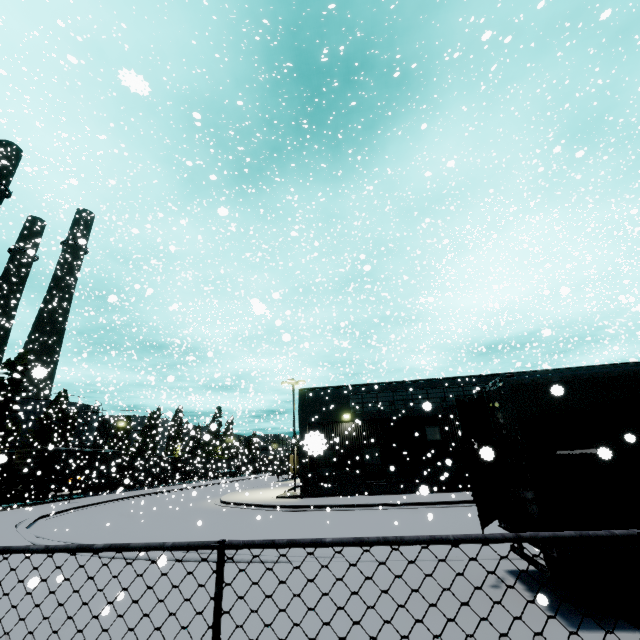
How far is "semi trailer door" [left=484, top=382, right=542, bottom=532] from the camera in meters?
5.5 m

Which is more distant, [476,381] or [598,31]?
[476,381]

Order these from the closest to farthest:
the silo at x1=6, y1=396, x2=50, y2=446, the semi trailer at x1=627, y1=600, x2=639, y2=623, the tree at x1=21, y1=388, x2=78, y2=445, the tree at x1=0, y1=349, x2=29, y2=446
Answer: the semi trailer at x1=627, y1=600, x2=639, y2=623
the tree at x1=0, y1=349, x2=29, y2=446
the silo at x1=6, y1=396, x2=50, y2=446
the tree at x1=21, y1=388, x2=78, y2=445

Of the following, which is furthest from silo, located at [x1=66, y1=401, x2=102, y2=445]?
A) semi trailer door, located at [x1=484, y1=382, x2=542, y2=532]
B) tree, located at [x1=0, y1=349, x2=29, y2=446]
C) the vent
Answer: the vent

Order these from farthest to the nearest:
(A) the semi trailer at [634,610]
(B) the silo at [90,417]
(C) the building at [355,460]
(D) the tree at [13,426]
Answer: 1. (B) the silo at [90,417]
2. (D) the tree at [13,426]
3. (C) the building at [355,460]
4. (A) the semi trailer at [634,610]

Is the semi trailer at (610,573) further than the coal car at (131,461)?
No

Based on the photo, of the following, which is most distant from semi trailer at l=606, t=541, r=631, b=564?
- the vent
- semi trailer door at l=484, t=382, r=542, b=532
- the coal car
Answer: the vent
